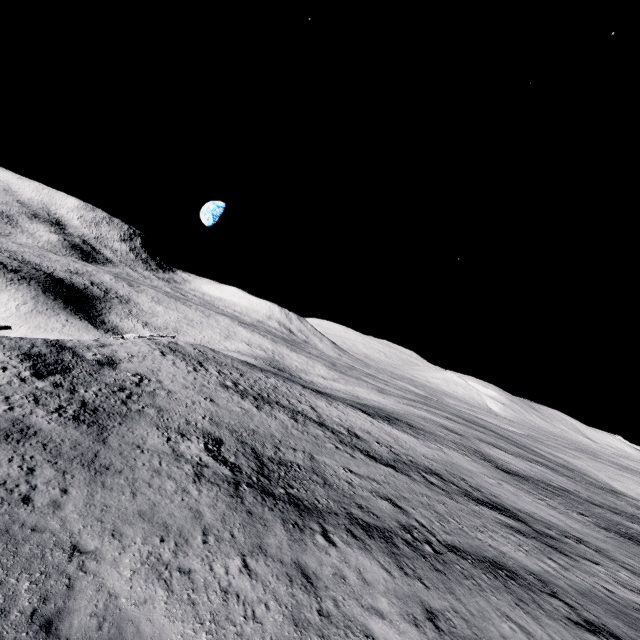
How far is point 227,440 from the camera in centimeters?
1995cm
